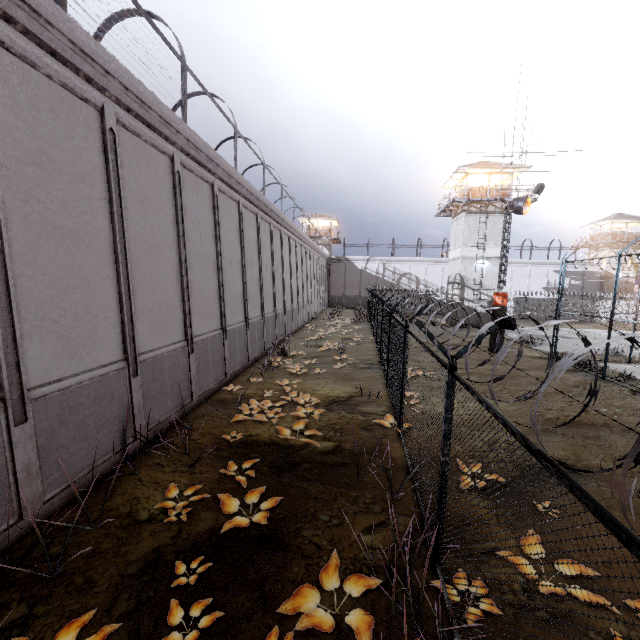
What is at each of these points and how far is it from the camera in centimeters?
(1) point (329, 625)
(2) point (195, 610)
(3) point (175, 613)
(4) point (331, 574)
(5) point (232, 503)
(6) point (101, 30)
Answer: (1) plant, 354cm
(2) plant, 373cm
(3) plant, 367cm
(4) plant, 415cm
(5) plant, 538cm
(6) metal cage, 950cm

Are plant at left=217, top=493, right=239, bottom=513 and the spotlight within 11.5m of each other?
no

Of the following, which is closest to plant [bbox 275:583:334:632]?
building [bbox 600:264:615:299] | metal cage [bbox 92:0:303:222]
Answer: metal cage [bbox 92:0:303:222]

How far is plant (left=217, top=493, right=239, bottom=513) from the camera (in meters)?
5.24

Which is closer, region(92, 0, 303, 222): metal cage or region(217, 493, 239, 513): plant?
region(217, 493, 239, 513): plant

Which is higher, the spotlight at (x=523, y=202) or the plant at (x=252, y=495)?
the spotlight at (x=523, y=202)

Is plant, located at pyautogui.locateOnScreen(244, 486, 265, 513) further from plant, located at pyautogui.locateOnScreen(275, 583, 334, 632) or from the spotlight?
the spotlight

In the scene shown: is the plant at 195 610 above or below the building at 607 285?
below
